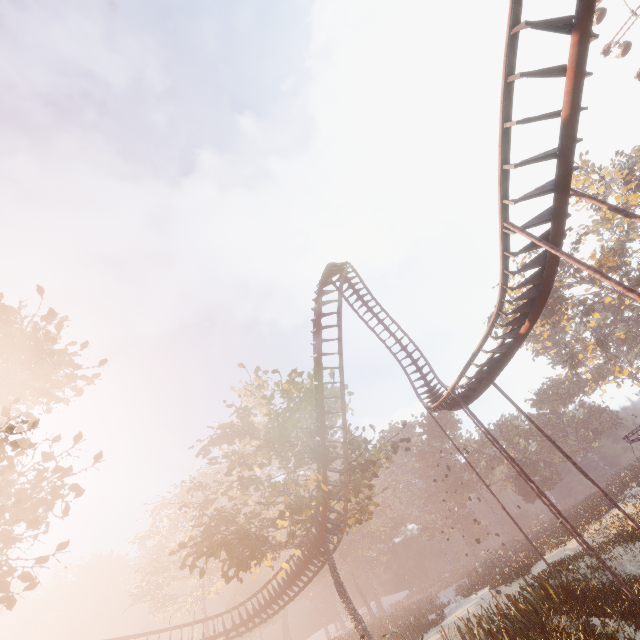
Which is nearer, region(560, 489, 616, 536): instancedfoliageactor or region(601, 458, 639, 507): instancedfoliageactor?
region(560, 489, 616, 536): instancedfoliageactor

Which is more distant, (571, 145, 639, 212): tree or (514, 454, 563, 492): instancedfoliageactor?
(514, 454, 563, 492): instancedfoliageactor

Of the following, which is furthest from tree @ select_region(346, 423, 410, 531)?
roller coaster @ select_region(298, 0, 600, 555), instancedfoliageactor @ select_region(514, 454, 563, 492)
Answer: instancedfoliageactor @ select_region(514, 454, 563, 492)

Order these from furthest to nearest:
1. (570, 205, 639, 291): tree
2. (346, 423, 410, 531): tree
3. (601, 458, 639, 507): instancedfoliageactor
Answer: (570, 205, 639, 291): tree → (601, 458, 639, 507): instancedfoliageactor → (346, 423, 410, 531): tree

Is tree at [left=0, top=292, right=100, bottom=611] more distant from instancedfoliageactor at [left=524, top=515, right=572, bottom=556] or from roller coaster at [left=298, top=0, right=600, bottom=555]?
instancedfoliageactor at [left=524, top=515, right=572, bottom=556]

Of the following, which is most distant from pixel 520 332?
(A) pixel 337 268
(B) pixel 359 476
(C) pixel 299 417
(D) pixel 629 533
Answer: → (C) pixel 299 417

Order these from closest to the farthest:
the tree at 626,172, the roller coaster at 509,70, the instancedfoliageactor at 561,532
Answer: the roller coaster at 509,70 → the instancedfoliageactor at 561,532 → the tree at 626,172

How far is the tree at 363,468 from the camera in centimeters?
2110cm
